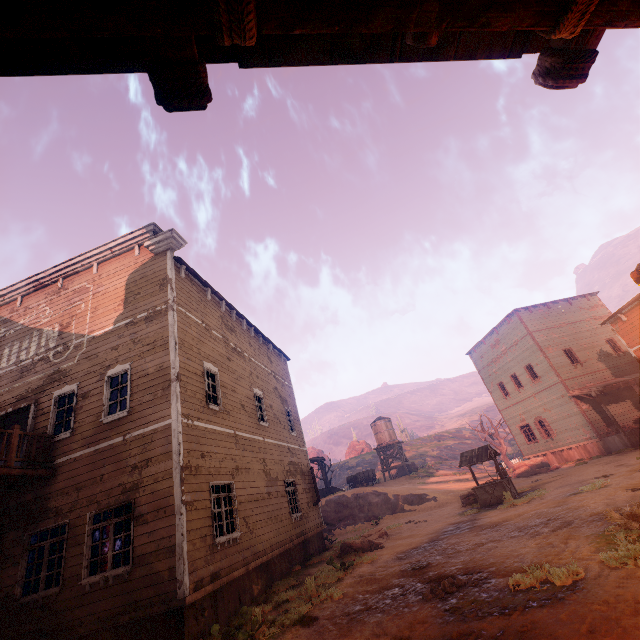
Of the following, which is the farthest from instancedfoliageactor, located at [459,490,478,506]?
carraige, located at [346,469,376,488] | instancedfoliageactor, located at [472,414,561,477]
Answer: carraige, located at [346,469,376,488]

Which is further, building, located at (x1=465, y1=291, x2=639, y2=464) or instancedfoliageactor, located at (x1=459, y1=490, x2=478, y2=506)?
building, located at (x1=465, y1=291, x2=639, y2=464)

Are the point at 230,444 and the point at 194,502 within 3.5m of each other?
yes

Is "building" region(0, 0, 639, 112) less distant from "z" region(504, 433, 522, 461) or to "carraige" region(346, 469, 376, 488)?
"carraige" region(346, 469, 376, 488)

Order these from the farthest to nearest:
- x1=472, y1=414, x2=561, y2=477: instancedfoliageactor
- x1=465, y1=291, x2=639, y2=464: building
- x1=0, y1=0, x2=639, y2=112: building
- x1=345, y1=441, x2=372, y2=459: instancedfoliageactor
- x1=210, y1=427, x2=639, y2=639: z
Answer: x1=345, y1=441, x2=372, y2=459: instancedfoliageactor, x1=472, y1=414, x2=561, y2=477: instancedfoliageactor, x1=465, y1=291, x2=639, y2=464: building, x1=210, y1=427, x2=639, y2=639: z, x1=0, y1=0, x2=639, y2=112: building

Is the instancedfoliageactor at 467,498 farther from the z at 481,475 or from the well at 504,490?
the well at 504,490

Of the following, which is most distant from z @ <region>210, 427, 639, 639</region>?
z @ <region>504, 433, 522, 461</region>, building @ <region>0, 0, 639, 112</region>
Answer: z @ <region>504, 433, 522, 461</region>

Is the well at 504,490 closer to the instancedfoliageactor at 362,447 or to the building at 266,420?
the building at 266,420
